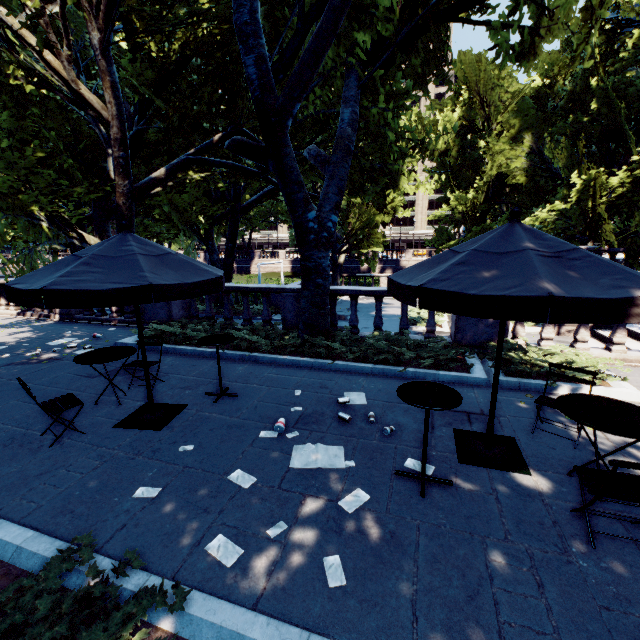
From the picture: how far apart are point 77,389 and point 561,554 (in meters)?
8.05

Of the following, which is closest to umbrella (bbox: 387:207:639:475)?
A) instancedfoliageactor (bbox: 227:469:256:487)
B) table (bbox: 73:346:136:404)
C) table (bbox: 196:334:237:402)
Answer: instancedfoliageactor (bbox: 227:469:256:487)

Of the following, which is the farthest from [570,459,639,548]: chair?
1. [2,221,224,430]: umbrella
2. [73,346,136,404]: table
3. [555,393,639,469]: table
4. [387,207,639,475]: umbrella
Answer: [73,346,136,404]: table

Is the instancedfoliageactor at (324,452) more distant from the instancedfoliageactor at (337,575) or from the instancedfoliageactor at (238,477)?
the instancedfoliageactor at (337,575)

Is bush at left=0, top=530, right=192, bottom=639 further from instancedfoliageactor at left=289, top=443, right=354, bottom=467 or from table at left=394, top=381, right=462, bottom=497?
table at left=394, top=381, right=462, bottom=497

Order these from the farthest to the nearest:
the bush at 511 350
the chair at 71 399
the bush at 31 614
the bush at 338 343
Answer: the bush at 338 343 < the bush at 511 350 < the chair at 71 399 < the bush at 31 614

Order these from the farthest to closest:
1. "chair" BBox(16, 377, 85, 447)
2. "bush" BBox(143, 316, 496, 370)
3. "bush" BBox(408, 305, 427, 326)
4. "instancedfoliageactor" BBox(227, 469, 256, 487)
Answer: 1. "bush" BBox(408, 305, 427, 326)
2. "bush" BBox(143, 316, 496, 370)
3. "chair" BBox(16, 377, 85, 447)
4. "instancedfoliageactor" BBox(227, 469, 256, 487)

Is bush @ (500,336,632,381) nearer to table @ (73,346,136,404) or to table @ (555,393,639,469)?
table @ (555,393,639,469)
